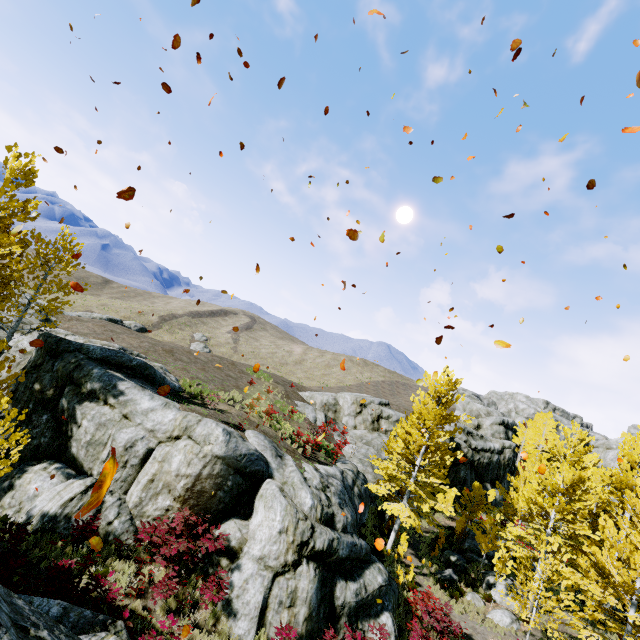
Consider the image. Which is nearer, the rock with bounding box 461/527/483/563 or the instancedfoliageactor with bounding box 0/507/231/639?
the instancedfoliageactor with bounding box 0/507/231/639

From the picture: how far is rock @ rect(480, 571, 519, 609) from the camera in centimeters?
1738cm

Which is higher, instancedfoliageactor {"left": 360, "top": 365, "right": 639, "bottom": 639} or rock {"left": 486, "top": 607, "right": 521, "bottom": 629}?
instancedfoliageactor {"left": 360, "top": 365, "right": 639, "bottom": 639}

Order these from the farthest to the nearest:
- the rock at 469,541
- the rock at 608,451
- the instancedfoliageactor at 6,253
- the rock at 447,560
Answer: the rock at 608,451 < the rock at 469,541 < the rock at 447,560 < the instancedfoliageactor at 6,253

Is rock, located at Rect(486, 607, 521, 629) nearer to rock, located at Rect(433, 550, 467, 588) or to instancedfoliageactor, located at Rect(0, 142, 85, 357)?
rock, located at Rect(433, 550, 467, 588)

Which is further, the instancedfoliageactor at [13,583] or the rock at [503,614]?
the rock at [503,614]

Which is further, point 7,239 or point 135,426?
point 7,239

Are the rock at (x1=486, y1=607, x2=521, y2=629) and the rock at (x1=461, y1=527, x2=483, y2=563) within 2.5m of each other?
no
